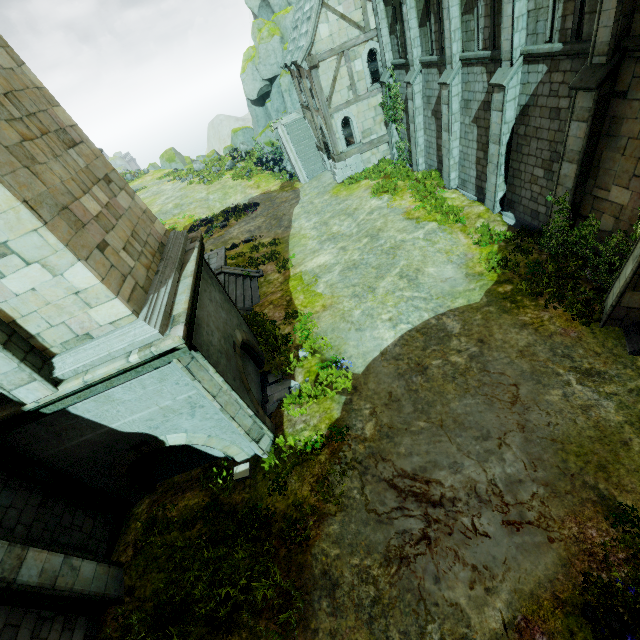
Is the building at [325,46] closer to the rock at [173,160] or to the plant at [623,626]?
the rock at [173,160]

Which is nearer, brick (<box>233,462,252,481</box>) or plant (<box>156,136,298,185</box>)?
brick (<box>233,462,252,481</box>)

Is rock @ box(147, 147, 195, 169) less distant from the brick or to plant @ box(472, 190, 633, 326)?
plant @ box(472, 190, 633, 326)

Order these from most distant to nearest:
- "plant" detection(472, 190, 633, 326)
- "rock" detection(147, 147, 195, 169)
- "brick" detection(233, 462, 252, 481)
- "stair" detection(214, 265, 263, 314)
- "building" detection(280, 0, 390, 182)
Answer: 1. "rock" detection(147, 147, 195, 169)
2. "building" detection(280, 0, 390, 182)
3. "stair" detection(214, 265, 263, 314)
4. "plant" detection(472, 190, 633, 326)
5. "brick" detection(233, 462, 252, 481)

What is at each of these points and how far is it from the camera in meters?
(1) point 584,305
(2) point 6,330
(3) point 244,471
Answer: (1) plant, 9.6
(2) stone column, 5.6
(3) brick, 8.8

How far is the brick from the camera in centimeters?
870cm

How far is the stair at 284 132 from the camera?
27.00m

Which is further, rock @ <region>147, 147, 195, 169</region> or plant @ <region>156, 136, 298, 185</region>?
rock @ <region>147, 147, 195, 169</region>
